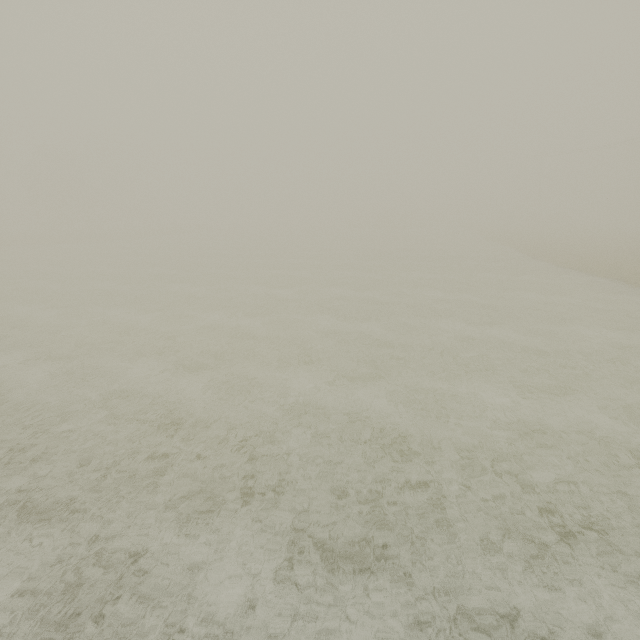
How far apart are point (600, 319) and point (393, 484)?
14.4 meters

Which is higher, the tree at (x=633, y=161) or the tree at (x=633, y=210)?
the tree at (x=633, y=161)

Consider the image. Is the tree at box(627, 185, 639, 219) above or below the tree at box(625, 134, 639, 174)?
below
